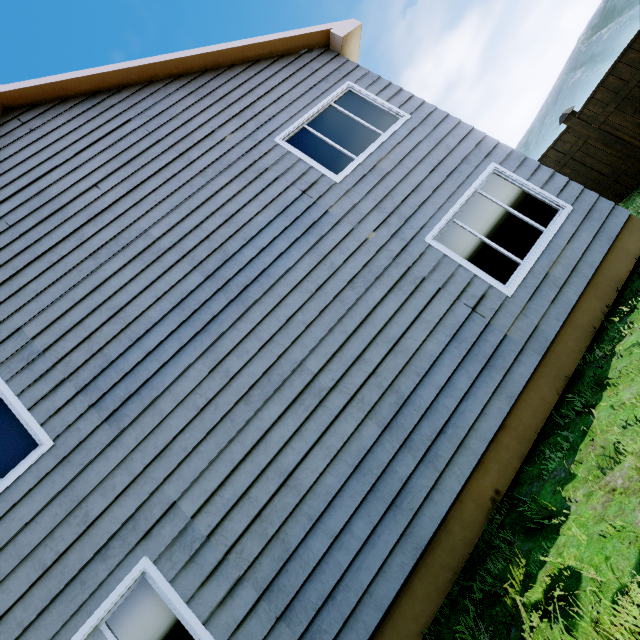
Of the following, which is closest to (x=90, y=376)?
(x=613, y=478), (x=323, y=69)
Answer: (x=613, y=478)

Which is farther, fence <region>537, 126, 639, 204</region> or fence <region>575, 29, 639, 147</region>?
fence <region>537, 126, 639, 204</region>

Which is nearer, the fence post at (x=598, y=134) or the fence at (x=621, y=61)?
the fence at (x=621, y=61)

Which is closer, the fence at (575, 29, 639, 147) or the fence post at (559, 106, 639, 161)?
the fence at (575, 29, 639, 147)

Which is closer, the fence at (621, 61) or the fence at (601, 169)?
the fence at (621, 61)
